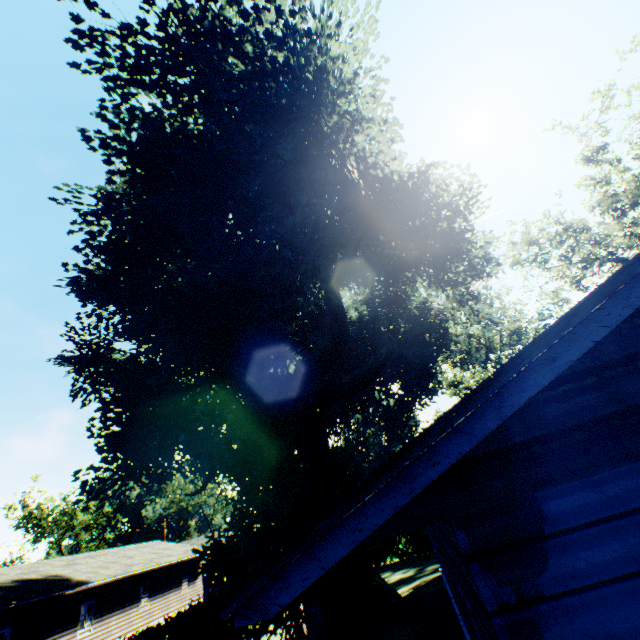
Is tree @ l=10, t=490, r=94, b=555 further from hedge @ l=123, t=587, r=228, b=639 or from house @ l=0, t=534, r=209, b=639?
hedge @ l=123, t=587, r=228, b=639

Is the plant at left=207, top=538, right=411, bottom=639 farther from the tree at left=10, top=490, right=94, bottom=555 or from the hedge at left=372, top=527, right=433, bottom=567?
the tree at left=10, top=490, right=94, bottom=555

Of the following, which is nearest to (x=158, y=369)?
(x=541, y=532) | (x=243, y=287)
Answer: (x=243, y=287)

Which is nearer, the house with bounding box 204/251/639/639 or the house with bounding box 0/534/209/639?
the house with bounding box 204/251/639/639

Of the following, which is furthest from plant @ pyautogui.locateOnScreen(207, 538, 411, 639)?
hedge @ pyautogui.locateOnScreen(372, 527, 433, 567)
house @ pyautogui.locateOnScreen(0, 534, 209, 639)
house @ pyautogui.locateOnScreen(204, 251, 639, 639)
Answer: house @ pyautogui.locateOnScreen(0, 534, 209, 639)

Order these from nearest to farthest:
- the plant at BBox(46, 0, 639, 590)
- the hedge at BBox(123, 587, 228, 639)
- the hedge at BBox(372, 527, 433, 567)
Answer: the plant at BBox(46, 0, 639, 590), the hedge at BBox(123, 587, 228, 639), the hedge at BBox(372, 527, 433, 567)

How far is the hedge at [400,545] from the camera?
23.3 meters

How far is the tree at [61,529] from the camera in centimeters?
5262cm
